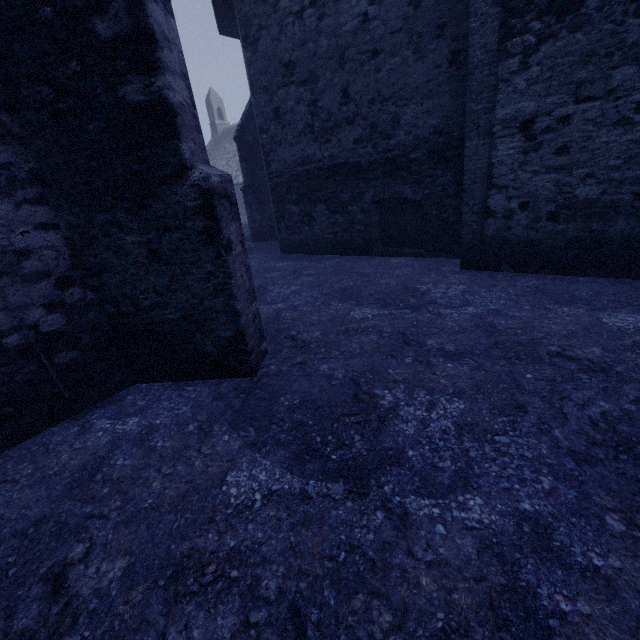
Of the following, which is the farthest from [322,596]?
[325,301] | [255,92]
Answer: [255,92]
